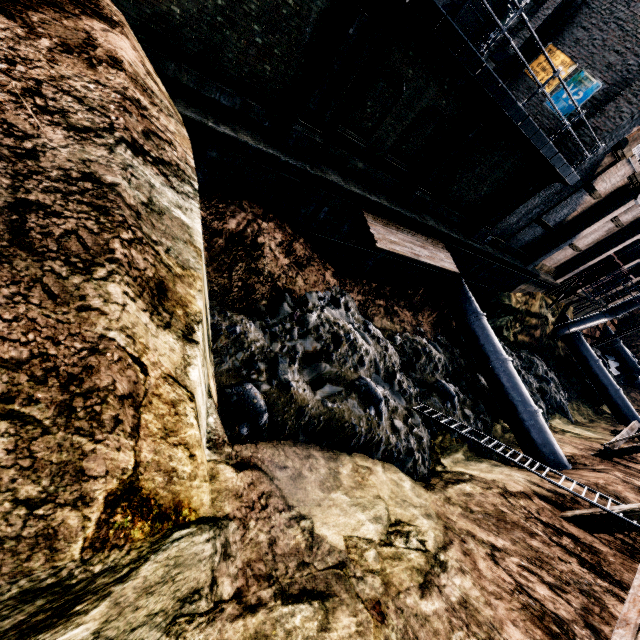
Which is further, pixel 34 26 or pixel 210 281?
pixel 210 281

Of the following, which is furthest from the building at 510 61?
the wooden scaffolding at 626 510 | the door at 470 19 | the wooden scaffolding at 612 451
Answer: the wooden scaffolding at 626 510

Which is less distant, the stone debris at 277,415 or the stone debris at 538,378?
the stone debris at 277,415

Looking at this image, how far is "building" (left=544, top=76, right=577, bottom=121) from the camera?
14.98m

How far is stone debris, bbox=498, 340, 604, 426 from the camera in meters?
23.6

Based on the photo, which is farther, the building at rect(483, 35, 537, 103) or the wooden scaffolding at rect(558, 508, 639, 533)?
the building at rect(483, 35, 537, 103)

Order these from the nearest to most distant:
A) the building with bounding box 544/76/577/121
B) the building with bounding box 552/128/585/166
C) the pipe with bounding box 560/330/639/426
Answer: the building with bounding box 552/128/585/166, the building with bounding box 544/76/577/121, the pipe with bounding box 560/330/639/426

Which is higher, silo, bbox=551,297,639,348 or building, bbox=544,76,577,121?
building, bbox=544,76,577,121
